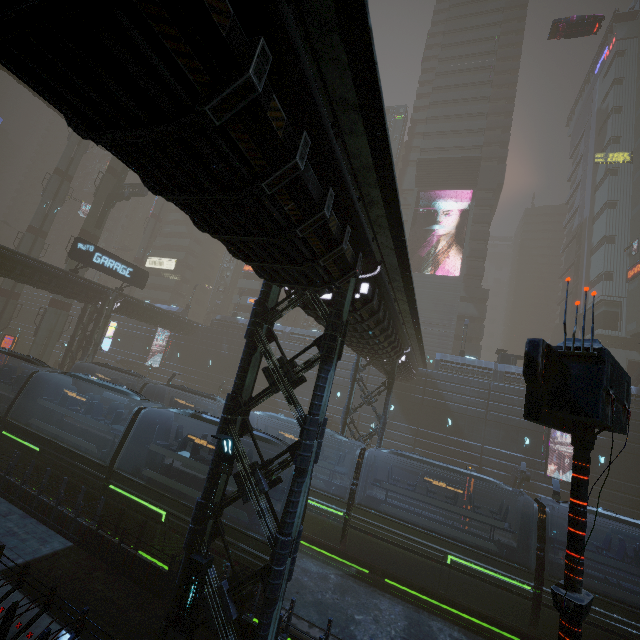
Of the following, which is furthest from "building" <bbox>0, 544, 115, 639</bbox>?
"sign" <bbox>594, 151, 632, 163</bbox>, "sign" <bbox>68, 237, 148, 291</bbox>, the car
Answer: the car

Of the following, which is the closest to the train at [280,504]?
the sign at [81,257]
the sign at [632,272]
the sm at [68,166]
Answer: the sign at [81,257]

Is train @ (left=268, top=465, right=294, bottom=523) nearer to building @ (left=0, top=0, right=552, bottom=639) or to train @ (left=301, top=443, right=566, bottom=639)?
building @ (left=0, top=0, right=552, bottom=639)

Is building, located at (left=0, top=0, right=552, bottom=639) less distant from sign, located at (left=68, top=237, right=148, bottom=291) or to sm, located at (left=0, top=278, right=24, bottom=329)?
sm, located at (left=0, top=278, right=24, bottom=329)

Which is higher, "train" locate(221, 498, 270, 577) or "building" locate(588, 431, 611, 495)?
"building" locate(588, 431, 611, 495)

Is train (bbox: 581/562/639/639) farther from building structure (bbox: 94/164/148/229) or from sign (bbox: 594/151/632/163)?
sign (bbox: 594/151/632/163)

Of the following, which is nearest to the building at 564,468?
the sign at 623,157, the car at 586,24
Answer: the sign at 623,157

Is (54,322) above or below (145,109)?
below
